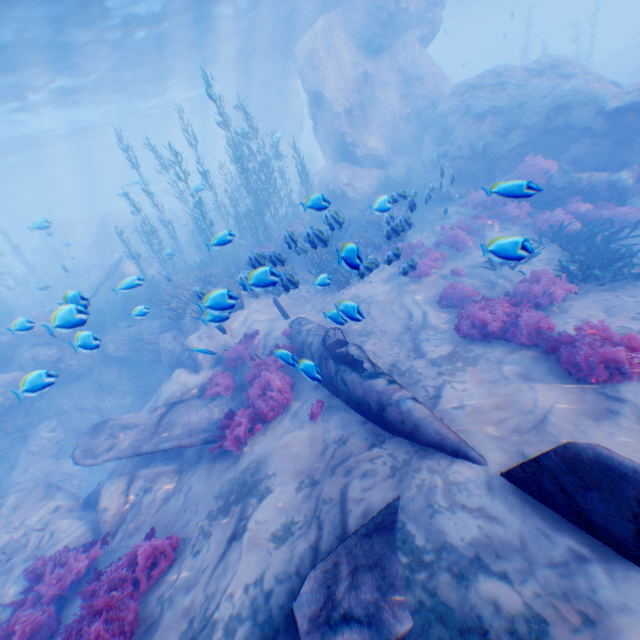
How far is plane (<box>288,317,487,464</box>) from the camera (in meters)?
4.66

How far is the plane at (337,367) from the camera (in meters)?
4.66

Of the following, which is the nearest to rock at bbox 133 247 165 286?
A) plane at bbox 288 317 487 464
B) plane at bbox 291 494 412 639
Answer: plane at bbox 288 317 487 464

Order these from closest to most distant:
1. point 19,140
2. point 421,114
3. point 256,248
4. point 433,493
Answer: point 433,493, point 421,114, point 256,248, point 19,140

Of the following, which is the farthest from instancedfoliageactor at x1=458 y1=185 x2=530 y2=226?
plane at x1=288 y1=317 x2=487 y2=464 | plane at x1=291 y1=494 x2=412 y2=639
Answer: plane at x1=291 y1=494 x2=412 y2=639

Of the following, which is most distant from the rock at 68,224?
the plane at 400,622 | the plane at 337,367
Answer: the plane at 400,622

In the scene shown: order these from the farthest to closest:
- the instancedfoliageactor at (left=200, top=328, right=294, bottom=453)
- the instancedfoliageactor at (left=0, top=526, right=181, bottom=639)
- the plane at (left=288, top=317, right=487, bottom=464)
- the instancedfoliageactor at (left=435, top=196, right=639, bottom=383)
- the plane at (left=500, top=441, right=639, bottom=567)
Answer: the instancedfoliageactor at (left=200, top=328, right=294, bottom=453) → the instancedfoliageactor at (left=435, top=196, right=639, bottom=383) → the plane at (left=288, top=317, right=487, bottom=464) → the instancedfoliageactor at (left=0, top=526, right=181, bottom=639) → the plane at (left=500, top=441, right=639, bottom=567)
